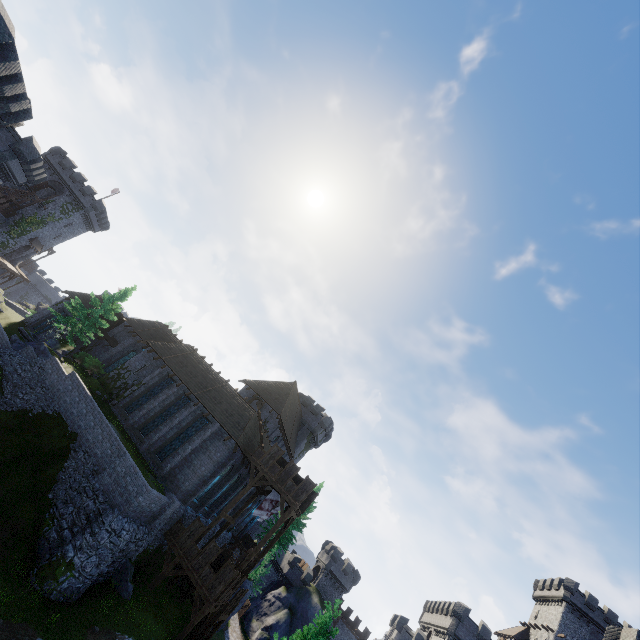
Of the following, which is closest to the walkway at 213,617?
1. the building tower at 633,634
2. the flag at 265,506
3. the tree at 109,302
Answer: the flag at 265,506

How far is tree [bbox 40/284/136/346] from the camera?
31.0 meters

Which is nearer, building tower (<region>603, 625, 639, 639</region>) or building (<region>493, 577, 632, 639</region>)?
building tower (<region>603, 625, 639, 639</region>)

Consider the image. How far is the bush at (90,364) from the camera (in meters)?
33.03

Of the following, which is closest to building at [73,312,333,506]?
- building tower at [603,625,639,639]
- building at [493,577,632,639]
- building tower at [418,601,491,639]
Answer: building tower at [418,601,491,639]

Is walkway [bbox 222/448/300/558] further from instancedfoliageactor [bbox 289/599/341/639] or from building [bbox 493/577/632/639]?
building [bbox 493/577/632/639]

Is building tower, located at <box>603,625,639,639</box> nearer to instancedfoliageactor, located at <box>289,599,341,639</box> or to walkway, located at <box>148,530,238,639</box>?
instancedfoliageactor, located at <box>289,599,341,639</box>

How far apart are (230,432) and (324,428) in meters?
27.4 m
